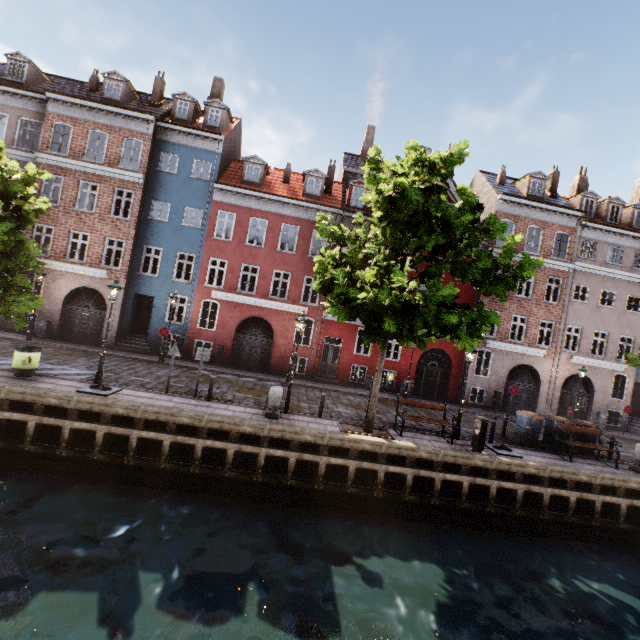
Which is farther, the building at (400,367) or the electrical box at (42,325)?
the building at (400,367)

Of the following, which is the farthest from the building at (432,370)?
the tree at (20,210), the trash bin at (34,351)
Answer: the trash bin at (34,351)

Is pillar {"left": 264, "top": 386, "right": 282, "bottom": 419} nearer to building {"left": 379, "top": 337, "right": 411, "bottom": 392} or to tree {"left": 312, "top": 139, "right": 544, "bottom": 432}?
tree {"left": 312, "top": 139, "right": 544, "bottom": 432}

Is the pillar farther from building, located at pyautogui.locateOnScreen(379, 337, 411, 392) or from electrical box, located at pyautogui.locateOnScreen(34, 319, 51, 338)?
electrical box, located at pyautogui.locateOnScreen(34, 319, 51, 338)

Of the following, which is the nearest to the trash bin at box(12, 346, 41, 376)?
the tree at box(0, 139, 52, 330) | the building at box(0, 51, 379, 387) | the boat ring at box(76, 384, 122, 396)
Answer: the tree at box(0, 139, 52, 330)

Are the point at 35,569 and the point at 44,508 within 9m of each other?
yes

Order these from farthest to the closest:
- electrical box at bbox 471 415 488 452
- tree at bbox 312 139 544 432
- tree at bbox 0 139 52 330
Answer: electrical box at bbox 471 415 488 452
tree at bbox 0 139 52 330
tree at bbox 312 139 544 432

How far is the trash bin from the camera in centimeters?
1102cm
